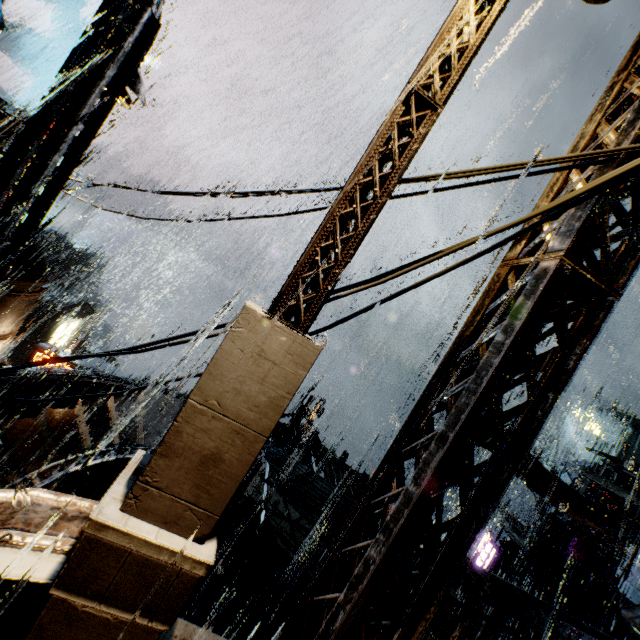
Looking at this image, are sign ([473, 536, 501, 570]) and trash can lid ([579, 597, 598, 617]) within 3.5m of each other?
no

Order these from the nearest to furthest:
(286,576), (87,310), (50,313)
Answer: (286,576)
(50,313)
(87,310)

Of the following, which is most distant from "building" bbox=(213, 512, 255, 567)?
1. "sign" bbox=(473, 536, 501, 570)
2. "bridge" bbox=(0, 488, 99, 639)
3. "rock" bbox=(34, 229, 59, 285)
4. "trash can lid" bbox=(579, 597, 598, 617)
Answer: "rock" bbox=(34, 229, 59, 285)

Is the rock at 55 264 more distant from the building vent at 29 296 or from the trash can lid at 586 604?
the trash can lid at 586 604

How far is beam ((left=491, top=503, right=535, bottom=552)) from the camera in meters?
17.7

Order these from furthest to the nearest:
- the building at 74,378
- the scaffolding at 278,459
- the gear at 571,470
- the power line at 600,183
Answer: the gear at 571,470 → the building at 74,378 → the scaffolding at 278,459 → the power line at 600,183

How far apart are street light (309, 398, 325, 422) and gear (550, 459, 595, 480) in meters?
24.2 m

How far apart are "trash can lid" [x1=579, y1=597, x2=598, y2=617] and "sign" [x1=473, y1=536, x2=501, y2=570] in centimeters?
772cm
